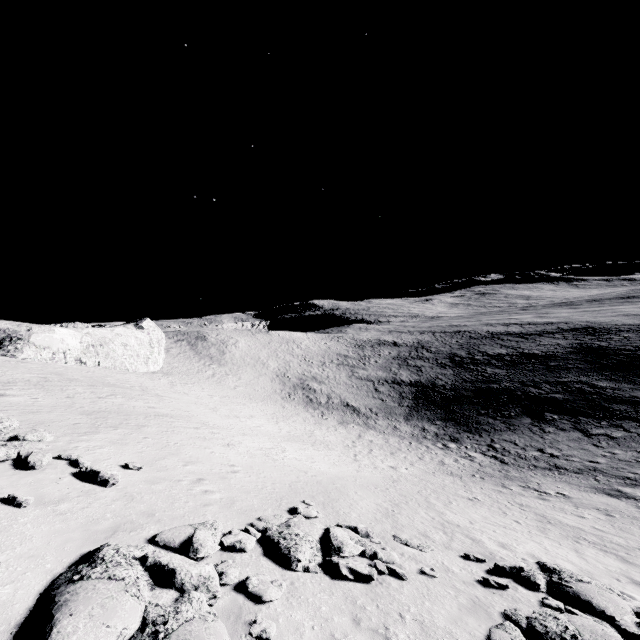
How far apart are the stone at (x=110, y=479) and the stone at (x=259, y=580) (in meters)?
5.05

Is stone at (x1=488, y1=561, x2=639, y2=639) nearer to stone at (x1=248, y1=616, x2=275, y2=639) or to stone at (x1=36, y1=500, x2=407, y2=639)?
stone at (x1=36, y1=500, x2=407, y2=639)

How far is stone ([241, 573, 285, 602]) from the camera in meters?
6.9 m

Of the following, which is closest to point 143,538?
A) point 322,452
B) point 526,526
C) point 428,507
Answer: point 428,507

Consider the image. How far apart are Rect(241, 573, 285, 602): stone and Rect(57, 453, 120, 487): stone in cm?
505

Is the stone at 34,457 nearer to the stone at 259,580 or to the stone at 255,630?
the stone at 259,580

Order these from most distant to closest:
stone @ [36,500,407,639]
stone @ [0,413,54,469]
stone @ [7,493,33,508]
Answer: stone @ [0,413,54,469] < stone @ [7,493,33,508] < stone @ [36,500,407,639]

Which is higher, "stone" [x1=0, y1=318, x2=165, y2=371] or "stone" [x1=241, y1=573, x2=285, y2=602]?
"stone" [x1=0, y1=318, x2=165, y2=371]
